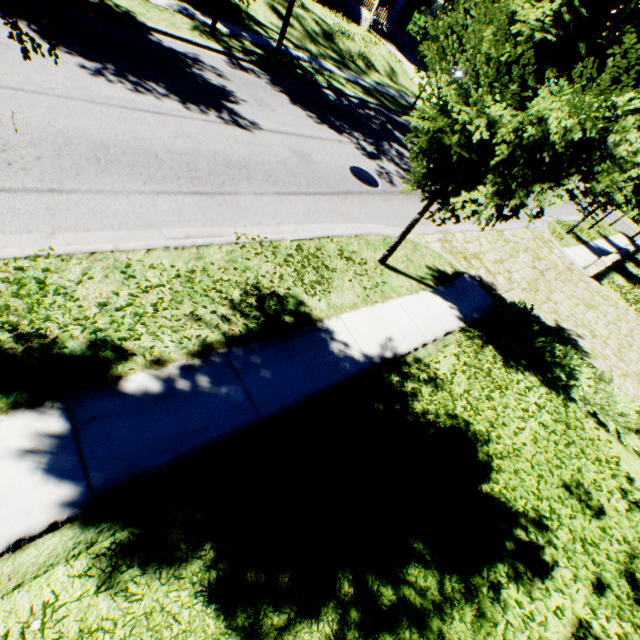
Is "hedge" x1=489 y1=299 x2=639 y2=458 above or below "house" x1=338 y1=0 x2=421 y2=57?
below

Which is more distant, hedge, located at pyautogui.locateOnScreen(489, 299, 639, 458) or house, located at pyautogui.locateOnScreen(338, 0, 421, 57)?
house, located at pyautogui.locateOnScreen(338, 0, 421, 57)

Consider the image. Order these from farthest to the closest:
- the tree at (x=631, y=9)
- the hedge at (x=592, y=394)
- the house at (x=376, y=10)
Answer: the house at (x=376, y=10), the hedge at (x=592, y=394), the tree at (x=631, y=9)

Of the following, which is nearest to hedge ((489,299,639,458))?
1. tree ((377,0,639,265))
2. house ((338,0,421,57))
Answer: tree ((377,0,639,265))

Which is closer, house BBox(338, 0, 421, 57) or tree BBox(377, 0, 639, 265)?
tree BBox(377, 0, 639, 265)

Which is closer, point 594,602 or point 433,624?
point 433,624

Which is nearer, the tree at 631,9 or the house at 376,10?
the tree at 631,9
